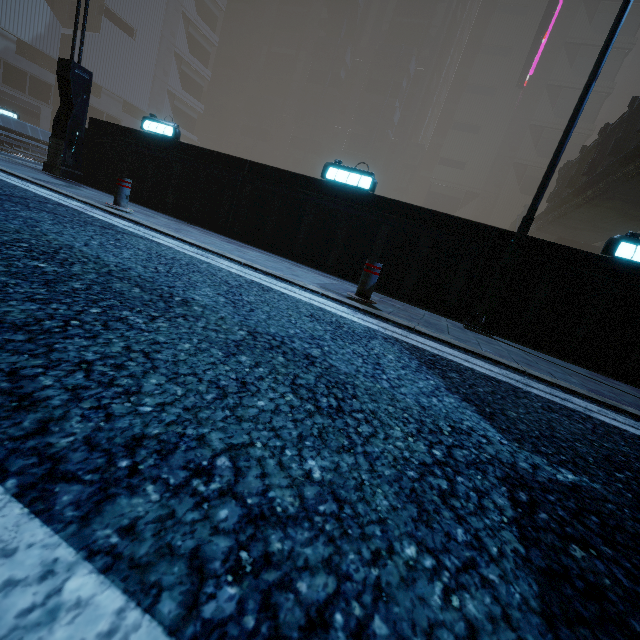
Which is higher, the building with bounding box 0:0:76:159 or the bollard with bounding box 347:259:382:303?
the building with bounding box 0:0:76:159

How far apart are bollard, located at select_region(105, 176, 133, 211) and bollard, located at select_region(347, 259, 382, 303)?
4.7m

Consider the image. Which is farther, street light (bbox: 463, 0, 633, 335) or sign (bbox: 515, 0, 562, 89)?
sign (bbox: 515, 0, 562, 89)

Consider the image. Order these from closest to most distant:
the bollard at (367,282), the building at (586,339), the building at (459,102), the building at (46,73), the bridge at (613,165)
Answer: the bollard at (367,282) → the building at (586,339) → the building at (459,102) → the bridge at (613,165) → the building at (46,73)

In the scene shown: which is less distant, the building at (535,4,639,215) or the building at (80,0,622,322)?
the building at (80,0,622,322)

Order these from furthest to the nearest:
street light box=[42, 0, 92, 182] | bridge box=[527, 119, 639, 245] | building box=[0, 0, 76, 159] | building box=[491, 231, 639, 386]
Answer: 1. building box=[0, 0, 76, 159]
2. bridge box=[527, 119, 639, 245]
3. street light box=[42, 0, 92, 182]
4. building box=[491, 231, 639, 386]

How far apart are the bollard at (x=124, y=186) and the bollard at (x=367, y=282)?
4.7m

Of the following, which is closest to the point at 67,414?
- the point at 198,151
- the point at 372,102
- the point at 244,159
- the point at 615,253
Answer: the point at 615,253
